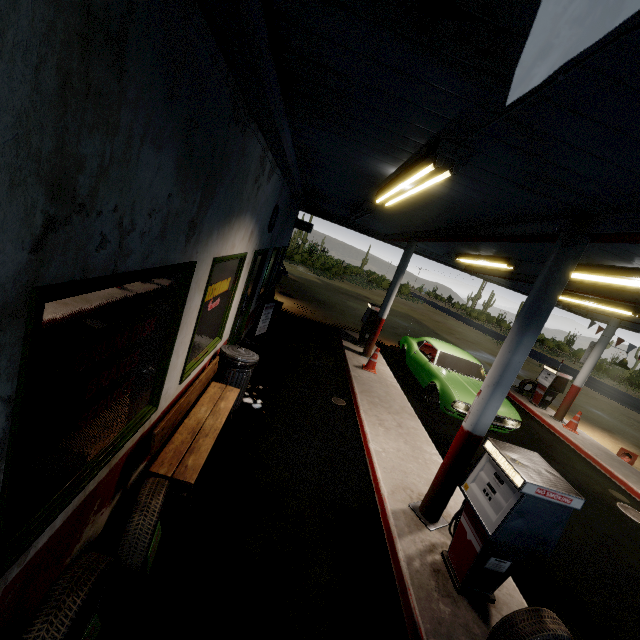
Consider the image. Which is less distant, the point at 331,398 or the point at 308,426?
→ the point at 308,426

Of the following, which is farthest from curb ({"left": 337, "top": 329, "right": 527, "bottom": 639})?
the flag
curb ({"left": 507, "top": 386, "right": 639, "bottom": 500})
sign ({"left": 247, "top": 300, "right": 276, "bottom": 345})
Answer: curb ({"left": 507, "top": 386, "right": 639, "bottom": 500})

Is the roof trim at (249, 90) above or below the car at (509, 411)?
above

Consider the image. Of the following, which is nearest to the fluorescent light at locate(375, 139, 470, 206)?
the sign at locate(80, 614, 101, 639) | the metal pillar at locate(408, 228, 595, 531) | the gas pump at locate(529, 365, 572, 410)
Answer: the metal pillar at locate(408, 228, 595, 531)

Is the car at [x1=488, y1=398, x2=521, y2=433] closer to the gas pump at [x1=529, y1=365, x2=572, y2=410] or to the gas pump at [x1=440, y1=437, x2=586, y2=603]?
the gas pump at [x1=529, y1=365, x2=572, y2=410]

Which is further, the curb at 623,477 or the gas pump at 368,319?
the gas pump at 368,319

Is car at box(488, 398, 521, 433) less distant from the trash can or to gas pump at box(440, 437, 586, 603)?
gas pump at box(440, 437, 586, 603)

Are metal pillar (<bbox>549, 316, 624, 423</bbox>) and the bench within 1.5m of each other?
no
